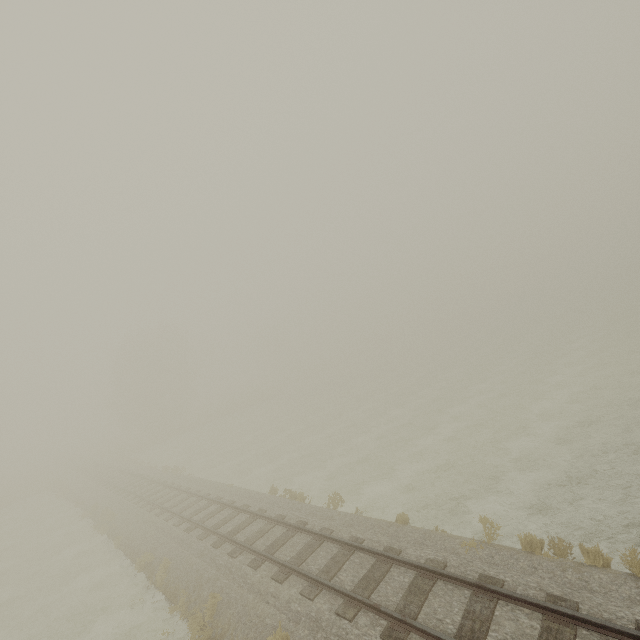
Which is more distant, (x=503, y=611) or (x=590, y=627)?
(x=503, y=611)
